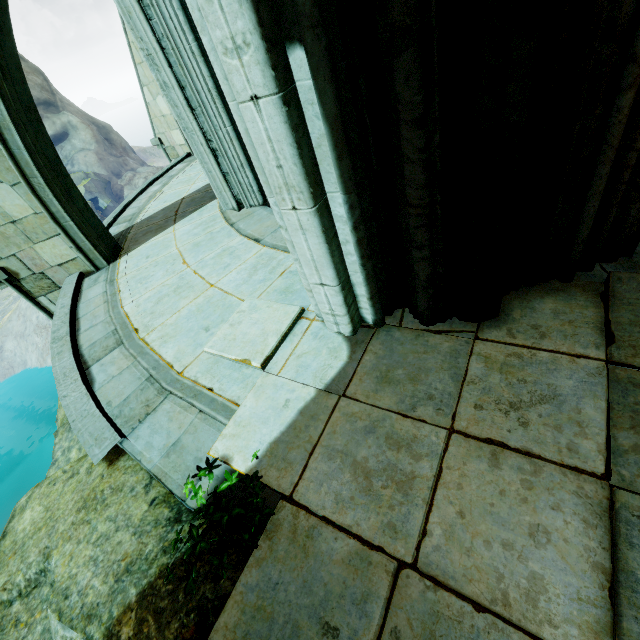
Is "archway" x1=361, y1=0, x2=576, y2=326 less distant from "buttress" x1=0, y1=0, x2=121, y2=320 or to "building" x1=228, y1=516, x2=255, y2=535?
"building" x1=228, y1=516, x2=255, y2=535

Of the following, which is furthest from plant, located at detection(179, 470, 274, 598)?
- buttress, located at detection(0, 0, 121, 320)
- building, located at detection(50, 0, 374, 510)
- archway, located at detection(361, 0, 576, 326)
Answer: buttress, located at detection(0, 0, 121, 320)

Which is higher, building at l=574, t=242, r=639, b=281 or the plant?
the plant

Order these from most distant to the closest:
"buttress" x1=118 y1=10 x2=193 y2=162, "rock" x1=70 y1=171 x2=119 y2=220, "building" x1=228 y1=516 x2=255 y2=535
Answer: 1. "rock" x1=70 y1=171 x2=119 y2=220
2. "buttress" x1=118 y1=10 x2=193 y2=162
3. "building" x1=228 y1=516 x2=255 y2=535

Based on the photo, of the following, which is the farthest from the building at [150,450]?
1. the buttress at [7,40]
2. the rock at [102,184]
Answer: the rock at [102,184]

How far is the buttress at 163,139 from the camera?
8.52m

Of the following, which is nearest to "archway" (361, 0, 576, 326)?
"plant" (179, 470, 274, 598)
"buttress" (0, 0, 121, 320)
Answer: "plant" (179, 470, 274, 598)

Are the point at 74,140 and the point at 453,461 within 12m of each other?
no
